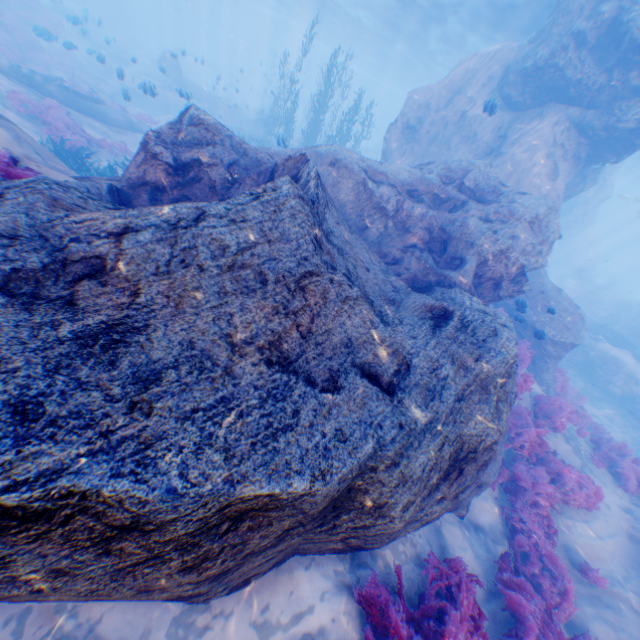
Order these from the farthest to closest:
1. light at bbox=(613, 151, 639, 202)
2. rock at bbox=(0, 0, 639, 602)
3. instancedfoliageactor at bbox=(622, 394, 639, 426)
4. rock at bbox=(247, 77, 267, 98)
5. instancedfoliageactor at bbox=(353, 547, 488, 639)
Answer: rock at bbox=(247, 77, 267, 98), light at bbox=(613, 151, 639, 202), instancedfoliageactor at bbox=(622, 394, 639, 426), instancedfoliageactor at bbox=(353, 547, 488, 639), rock at bbox=(0, 0, 639, 602)

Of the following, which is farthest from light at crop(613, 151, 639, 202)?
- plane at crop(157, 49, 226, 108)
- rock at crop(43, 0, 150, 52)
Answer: plane at crop(157, 49, 226, 108)

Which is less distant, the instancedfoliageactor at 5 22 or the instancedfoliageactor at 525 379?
the instancedfoliageactor at 525 379

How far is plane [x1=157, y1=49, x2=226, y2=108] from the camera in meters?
17.6 m

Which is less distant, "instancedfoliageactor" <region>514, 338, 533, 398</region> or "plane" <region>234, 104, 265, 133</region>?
"instancedfoliageactor" <region>514, 338, 533, 398</region>

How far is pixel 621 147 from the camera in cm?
1288

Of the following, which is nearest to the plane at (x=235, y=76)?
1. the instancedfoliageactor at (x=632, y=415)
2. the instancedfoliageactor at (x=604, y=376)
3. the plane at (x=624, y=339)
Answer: the plane at (x=624, y=339)

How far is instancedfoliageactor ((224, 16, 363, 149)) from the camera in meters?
18.8 m
